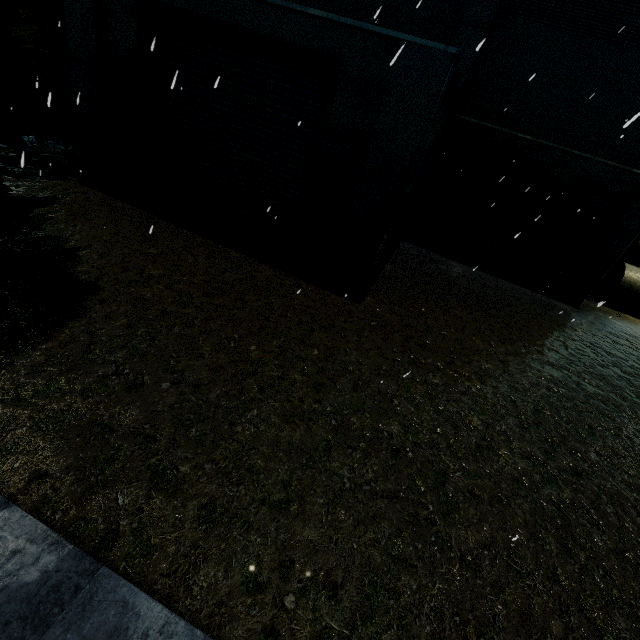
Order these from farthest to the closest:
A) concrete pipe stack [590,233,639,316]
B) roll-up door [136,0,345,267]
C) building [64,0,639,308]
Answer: concrete pipe stack [590,233,639,316]
roll-up door [136,0,345,267]
building [64,0,639,308]

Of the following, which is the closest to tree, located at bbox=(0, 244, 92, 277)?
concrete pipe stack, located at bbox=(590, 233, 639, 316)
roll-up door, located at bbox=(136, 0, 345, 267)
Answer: roll-up door, located at bbox=(136, 0, 345, 267)

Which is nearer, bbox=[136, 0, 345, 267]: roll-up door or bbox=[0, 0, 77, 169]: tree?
bbox=[0, 0, 77, 169]: tree

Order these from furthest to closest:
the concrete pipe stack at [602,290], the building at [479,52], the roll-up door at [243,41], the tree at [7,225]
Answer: the concrete pipe stack at [602,290] → the roll-up door at [243,41] → the building at [479,52] → the tree at [7,225]

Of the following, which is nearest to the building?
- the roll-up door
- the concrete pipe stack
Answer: the roll-up door

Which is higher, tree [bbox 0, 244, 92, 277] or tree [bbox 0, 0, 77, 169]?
tree [bbox 0, 0, 77, 169]

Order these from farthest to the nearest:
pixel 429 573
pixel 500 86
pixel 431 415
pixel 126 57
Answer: pixel 500 86
pixel 126 57
pixel 431 415
pixel 429 573

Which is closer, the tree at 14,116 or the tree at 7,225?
the tree at 7,225
